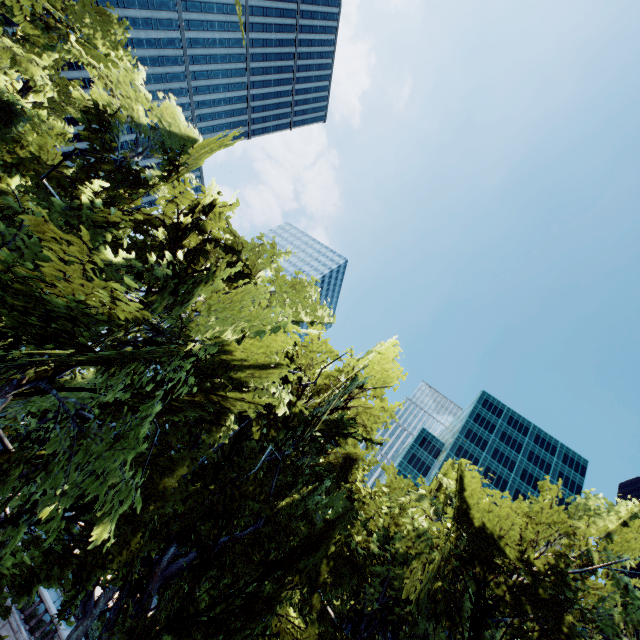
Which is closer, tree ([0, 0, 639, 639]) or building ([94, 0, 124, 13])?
A: tree ([0, 0, 639, 639])

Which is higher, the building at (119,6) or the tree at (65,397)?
the building at (119,6)

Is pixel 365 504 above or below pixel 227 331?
above

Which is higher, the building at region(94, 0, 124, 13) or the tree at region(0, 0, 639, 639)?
the building at region(94, 0, 124, 13)

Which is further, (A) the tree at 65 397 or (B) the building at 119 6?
(B) the building at 119 6
